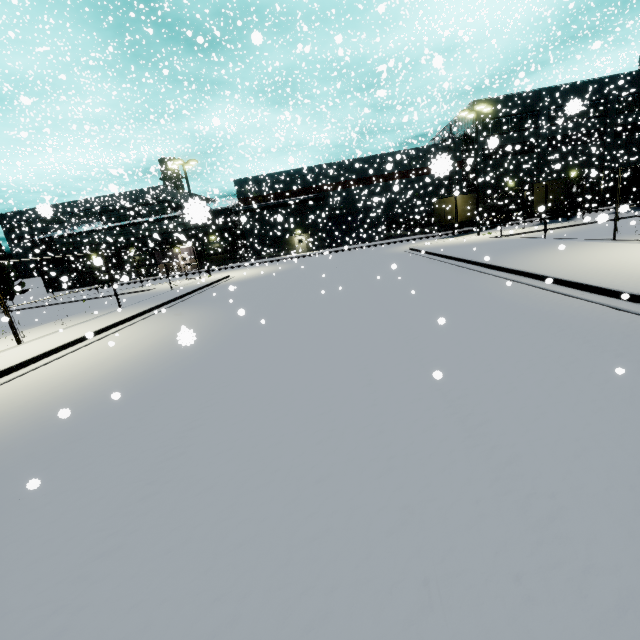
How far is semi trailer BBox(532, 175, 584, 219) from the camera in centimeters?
2842cm

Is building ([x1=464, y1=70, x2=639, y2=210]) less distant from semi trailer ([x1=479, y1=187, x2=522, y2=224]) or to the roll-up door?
the roll-up door

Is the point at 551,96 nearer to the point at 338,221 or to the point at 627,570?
the point at 338,221

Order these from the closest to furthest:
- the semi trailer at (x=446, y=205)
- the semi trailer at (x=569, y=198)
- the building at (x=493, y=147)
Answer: the semi trailer at (x=569, y=198) → the semi trailer at (x=446, y=205) → the building at (x=493, y=147)

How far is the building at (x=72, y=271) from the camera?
26.6 meters

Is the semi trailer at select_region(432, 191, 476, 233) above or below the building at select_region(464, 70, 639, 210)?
below

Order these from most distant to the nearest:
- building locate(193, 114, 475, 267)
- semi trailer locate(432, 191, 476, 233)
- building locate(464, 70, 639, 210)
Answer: building locate(464, 70, 639, 210) < building locate(193, 114, 475, 267) < semi trailer locate(432, 191, 476, 233)

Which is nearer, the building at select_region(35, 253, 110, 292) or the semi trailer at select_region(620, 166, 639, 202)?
the building at select_region(35, 253, 110, 292)
